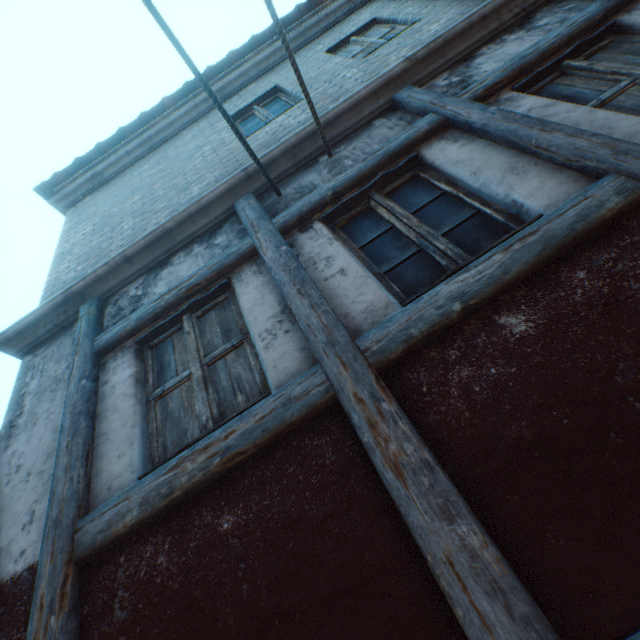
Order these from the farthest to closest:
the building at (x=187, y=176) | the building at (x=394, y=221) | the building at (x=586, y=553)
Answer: the building at (x=187, y=176)
the building at (x=394, y=221)
the building at (x=586, y=553)

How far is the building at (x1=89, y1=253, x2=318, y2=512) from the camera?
2.10m

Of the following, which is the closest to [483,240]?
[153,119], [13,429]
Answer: [13,429]

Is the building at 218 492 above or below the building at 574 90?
below

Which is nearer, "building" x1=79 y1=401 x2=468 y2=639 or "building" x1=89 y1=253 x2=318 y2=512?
"building" x1=79 y1=401 x2=468 y2=639
